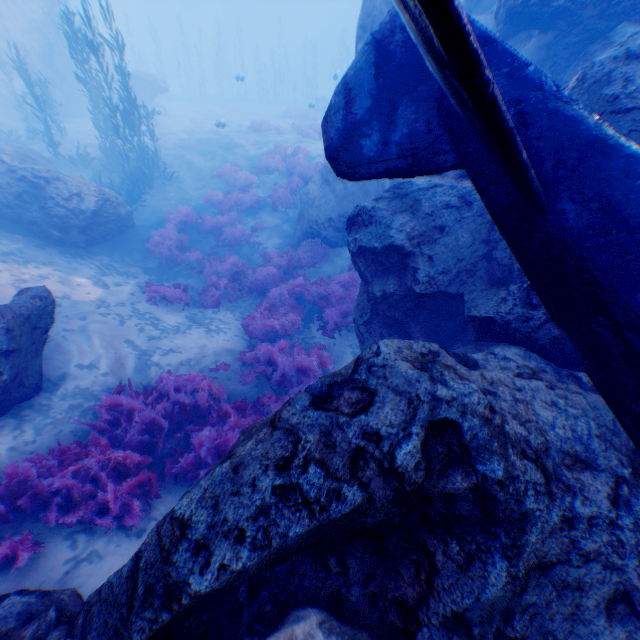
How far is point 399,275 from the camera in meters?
5.5 m

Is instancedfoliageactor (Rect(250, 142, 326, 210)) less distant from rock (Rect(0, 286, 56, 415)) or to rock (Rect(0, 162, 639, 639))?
rock (Rect(0, 162, 639, 639))

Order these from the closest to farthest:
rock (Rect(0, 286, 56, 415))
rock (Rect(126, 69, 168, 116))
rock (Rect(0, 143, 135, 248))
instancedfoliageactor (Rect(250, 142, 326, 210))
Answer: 1. rock (Rect(0, 286, 56, 415))
2. rock (Rect(0, 143, 135, 248))
3. instancedfoliageactor (Rect(250, 142, 326, 210))
4. rock (Rect(126, 69, 168, 116))

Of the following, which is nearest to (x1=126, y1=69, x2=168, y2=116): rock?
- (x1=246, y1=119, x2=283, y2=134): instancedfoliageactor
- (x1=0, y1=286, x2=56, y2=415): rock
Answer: (x1=0, y1=286, x2=56, y2=415): rock

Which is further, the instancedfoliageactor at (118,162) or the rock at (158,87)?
the rock at (158,87)

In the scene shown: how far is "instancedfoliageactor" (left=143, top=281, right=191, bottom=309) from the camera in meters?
9.4 m

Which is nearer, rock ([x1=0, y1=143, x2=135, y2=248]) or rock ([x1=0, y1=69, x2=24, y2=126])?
rock ([x1=0, y1=143, x2=135, y2=248])

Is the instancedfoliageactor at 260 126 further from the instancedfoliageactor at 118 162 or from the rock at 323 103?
the instancedfoliageactor at 118 162
